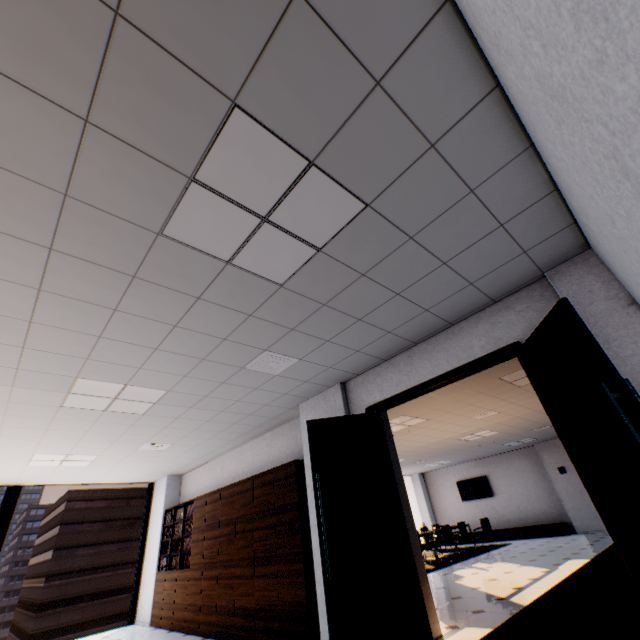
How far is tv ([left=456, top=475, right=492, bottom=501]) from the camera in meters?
13.7 m

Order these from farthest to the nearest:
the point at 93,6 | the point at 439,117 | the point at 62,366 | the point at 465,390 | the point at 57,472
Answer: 1. the point at 57,472
2. the point at 465,390
3. the point at 62,366
4. the point at 439,117
5. the point at 93,6

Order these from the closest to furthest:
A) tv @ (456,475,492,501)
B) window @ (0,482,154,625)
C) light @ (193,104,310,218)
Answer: light @ (193,104,310,218) < window @ (0,482,154,625) < tv @ (456,475,492,501)

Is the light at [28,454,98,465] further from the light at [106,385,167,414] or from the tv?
the tv

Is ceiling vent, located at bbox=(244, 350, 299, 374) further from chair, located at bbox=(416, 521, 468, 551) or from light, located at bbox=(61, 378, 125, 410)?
chair, located at bbox=(416, 521, 468, 551)

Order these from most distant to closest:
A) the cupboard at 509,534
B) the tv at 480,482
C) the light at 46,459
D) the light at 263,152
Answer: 1. the tv at 480,482
2. the cupboard at 509,534
3. the light at 46,459
4. the light at 263,152

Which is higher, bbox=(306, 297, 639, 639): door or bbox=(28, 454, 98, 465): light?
bbox=(28, 454, 98, 465): light

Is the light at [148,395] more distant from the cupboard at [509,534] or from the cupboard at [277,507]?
the cupboard at [509,534]
